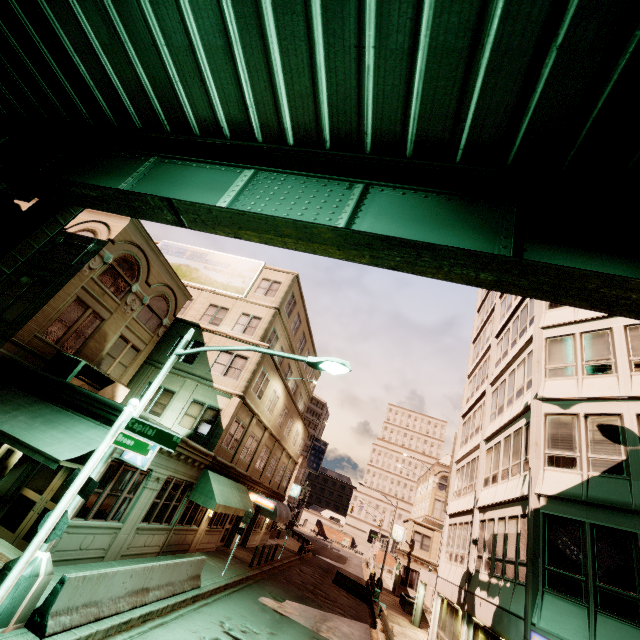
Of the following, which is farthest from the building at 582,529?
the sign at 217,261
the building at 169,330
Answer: the sign at 217,261

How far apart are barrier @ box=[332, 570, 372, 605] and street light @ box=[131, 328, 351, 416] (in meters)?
27.30

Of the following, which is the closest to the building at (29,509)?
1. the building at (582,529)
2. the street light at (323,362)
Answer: the street light at (323,362)

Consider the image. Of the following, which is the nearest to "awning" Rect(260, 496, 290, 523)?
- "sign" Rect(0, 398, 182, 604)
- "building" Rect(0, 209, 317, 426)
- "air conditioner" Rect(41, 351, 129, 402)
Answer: "building" Rect(0, 209, 317, 426)

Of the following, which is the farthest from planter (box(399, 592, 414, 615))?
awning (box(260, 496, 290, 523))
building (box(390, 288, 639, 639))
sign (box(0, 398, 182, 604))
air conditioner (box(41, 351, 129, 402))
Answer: sign (box(0, 398, 182, 604))

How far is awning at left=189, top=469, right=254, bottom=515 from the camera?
16.06m

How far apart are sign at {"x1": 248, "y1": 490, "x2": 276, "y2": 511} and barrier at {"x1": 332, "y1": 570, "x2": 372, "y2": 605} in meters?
12.0

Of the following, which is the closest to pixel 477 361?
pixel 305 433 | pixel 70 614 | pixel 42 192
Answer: pixel 305 433
